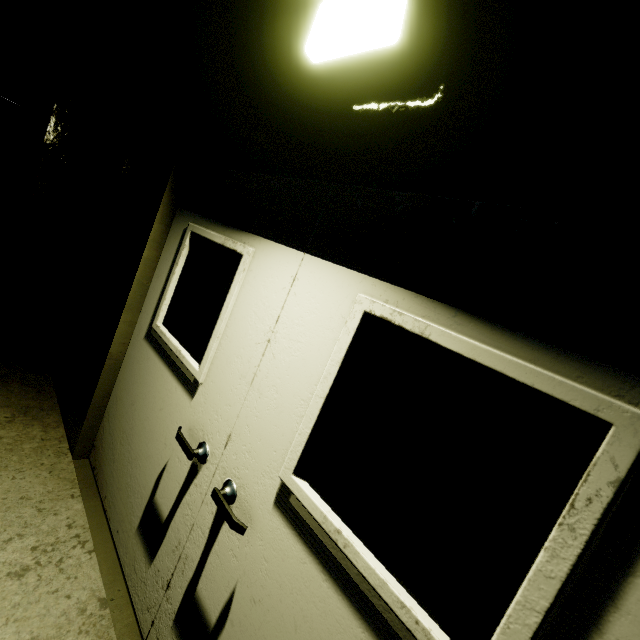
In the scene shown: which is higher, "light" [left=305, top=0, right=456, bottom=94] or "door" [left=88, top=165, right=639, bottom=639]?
"light" [left=305, top=0, right=456, bottom=94]

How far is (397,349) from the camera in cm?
107

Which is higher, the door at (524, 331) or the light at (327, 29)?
the light at (327, 29)
